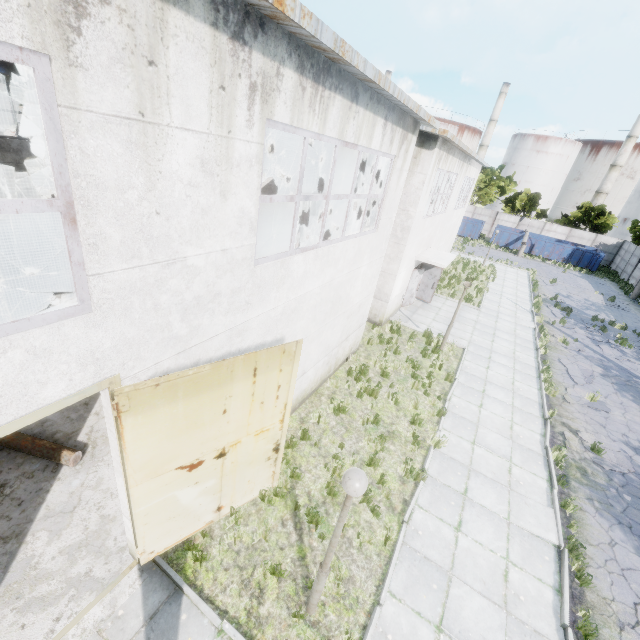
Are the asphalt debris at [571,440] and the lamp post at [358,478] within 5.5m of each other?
no

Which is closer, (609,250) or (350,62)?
(350,62)

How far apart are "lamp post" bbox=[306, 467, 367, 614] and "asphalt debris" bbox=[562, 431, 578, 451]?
9.1m

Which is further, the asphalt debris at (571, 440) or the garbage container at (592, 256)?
the garbage container at (592, 256)

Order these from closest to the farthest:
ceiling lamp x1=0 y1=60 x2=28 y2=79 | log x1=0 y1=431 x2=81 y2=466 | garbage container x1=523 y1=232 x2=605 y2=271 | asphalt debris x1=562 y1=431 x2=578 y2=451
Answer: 1. ceiling lamp x1=0 y1=60 x2=28 y2=79
2. log x1=0 y1=431 x2=81 y2=466
3. asphalt debris x1=562 y1=431 x2=578 y2=451
4. garbage container x1=523 y1=232 x2=605 y2=271

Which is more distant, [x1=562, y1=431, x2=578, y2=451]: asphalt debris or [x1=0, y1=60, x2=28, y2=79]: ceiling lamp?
[x1=562, y1=431, x2=578, y2=451]: asphalt debris

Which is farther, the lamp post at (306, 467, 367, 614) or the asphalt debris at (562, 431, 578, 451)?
the asphalt debris at (562, 431, 578, 451)

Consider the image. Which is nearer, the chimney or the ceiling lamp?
the ceiling lamp
